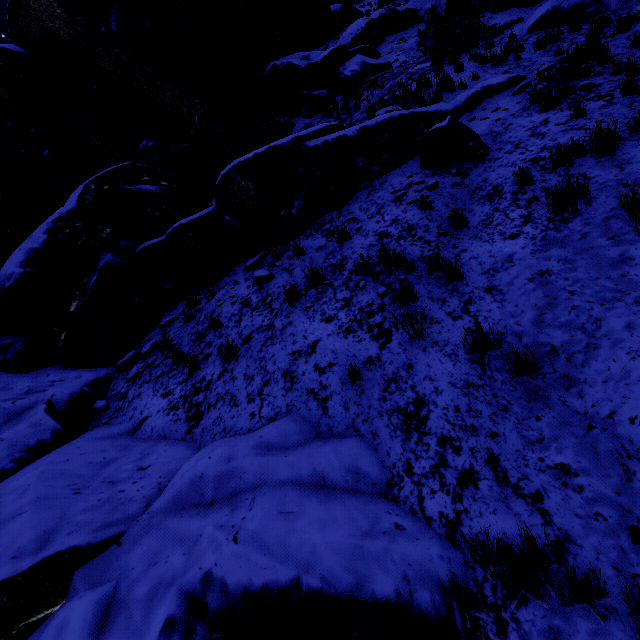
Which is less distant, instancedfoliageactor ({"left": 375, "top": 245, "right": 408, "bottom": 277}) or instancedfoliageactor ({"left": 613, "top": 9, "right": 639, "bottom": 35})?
instancedfoliageactor ({"left": 375, "top": 245, "right": 408, "bottom": 277})

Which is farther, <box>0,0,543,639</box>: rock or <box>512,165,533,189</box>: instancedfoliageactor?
<box>512,165,533,189</box>: instancedfoliageactor

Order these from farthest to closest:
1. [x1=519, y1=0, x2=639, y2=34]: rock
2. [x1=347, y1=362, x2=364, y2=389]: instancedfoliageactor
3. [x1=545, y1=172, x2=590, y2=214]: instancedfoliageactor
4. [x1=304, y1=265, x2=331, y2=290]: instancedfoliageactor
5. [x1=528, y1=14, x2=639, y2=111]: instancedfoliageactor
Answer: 1. [x1=519, y1=0, x2=639, y2=34]: rock
2. [x1=528, y1=14, x2=639, y2=111]: instancedfoliageactor
3. [x1=304, y1=265, x2=331, y2=290]: instancedfoliageactor
4. [x1=545, y1=172, x2=590, y2=214]: instancedfoliageactor
5. [x1=347, y1=362, x2=364, y2=389]: instancedfoliageactor

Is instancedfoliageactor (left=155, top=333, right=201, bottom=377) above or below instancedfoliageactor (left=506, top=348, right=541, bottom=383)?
above

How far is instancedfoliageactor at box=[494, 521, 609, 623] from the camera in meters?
2.0 m

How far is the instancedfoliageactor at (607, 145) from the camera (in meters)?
4.90

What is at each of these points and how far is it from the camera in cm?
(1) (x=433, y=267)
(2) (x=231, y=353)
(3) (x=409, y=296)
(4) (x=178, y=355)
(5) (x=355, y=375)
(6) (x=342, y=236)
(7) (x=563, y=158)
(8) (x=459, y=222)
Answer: (1) instancedfoliageactor, 493
(2) instancedfoliageactor, 529
(3) instancedfoliageactor, 464
(4) instancedfoliageactor, 585
(5) instancedfoliageactor, 400
(6) instancedfoliageactor, 646
(7) instancedfoliageactor, 525
(8) instancedfoliageactor, 554
